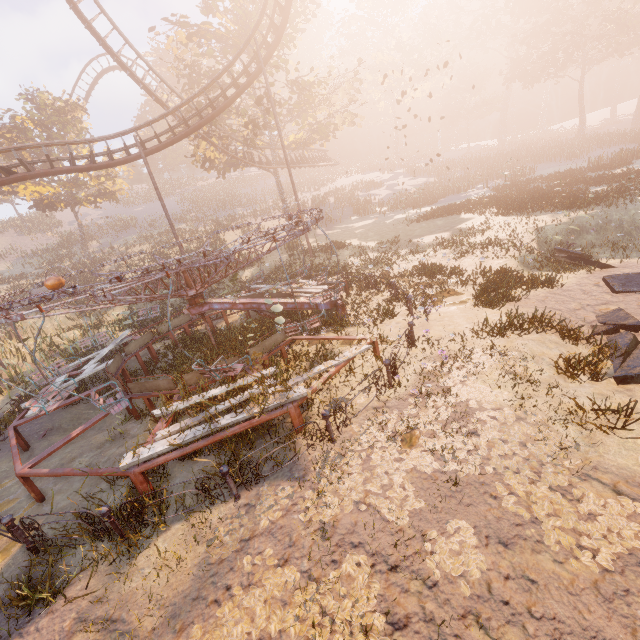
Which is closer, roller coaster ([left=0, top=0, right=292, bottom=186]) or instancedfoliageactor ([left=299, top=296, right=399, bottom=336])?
instancedfoliageactor ([left=299, top=296, right=399, bottom=336])

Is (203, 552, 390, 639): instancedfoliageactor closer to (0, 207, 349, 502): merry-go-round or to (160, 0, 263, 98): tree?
(0, 207, 349, 502): merry-go-round

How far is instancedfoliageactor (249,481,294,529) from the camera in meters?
5.1 m

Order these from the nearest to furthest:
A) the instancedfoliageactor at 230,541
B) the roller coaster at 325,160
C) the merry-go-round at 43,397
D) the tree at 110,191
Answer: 1. the instancedfoliageactor at 230,541
2. the merry-go-round at 43,397
3. the tree at 110,191
4. the roller coaster at 325,160

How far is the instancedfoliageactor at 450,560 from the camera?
3.8m

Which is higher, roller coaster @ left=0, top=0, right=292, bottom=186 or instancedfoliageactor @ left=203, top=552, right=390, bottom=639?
roller coaster @ left=0, top=0, right=292, bottom=186

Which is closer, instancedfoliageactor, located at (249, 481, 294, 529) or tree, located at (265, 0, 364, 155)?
instancedfoliageactor, located at (249, 481, 294, 529)

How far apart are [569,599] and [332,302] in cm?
964
